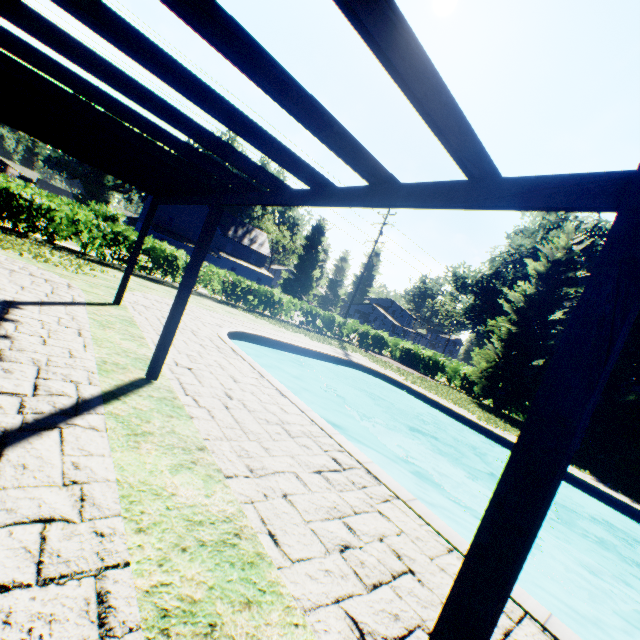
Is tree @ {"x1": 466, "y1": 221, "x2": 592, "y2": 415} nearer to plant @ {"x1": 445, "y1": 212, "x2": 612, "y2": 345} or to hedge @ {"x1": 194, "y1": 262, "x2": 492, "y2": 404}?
hedge @ {"x1": 194, "y1": 262, "x2": 492, "y2": 404}

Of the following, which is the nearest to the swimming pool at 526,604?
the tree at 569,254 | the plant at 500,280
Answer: the plant at 500,280

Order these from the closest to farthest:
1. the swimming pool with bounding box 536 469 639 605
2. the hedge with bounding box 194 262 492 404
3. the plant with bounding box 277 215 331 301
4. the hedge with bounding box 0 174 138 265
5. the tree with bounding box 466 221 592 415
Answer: the swimming pool with bounding box 536 469 639 605, the hedge with bounding box 0 174 138 265, the tree with bounding box 466 221 592 415, the hedge with bounding box 194 262 492 404, the plant with bounding box 277 215 331 301

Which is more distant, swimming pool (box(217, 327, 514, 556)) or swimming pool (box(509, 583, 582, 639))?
swimming pool (box(217, 327, 514, 556))

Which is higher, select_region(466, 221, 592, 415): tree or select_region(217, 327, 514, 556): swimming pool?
select_region(466, 221, 592, 415): tree

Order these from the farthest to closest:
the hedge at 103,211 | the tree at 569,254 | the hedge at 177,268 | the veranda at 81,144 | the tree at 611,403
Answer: the tree at 569,254 < the hedge at 177,268 < the tree at 611,403 < the hedge at 103,211 < the veranda at 81,144

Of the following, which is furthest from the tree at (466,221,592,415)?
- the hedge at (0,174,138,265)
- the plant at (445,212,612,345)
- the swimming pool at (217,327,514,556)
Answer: the swimming pool at (217,327,514,556)

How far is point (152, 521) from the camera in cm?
249
